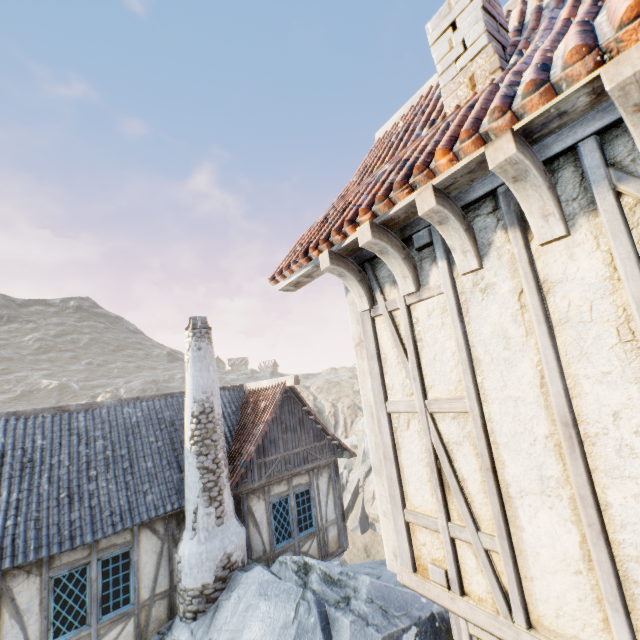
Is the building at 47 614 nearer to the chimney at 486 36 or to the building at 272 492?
the building at 272 492

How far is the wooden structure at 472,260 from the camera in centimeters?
211cm

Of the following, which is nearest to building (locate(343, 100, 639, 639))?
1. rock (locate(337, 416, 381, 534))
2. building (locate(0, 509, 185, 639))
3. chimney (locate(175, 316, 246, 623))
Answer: rock (locate(337, 416, 381, 534))

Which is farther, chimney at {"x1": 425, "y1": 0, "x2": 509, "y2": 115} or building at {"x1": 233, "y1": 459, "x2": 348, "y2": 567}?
building at {"x1": 233, "y1": 459, "x2": 348, "y2": 567}

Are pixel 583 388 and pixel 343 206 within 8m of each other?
yes

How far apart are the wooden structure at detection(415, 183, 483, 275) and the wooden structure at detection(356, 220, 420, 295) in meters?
0.4 m

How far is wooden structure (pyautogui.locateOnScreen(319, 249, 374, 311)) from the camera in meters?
2.9 m

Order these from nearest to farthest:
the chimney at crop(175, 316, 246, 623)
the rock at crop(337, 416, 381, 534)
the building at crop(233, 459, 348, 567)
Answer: the chimney at crop(175, 316, 246, 623)
the building at crop(233, 459, 348, 567)
the rock at crop(337, 416, 381, 534)
